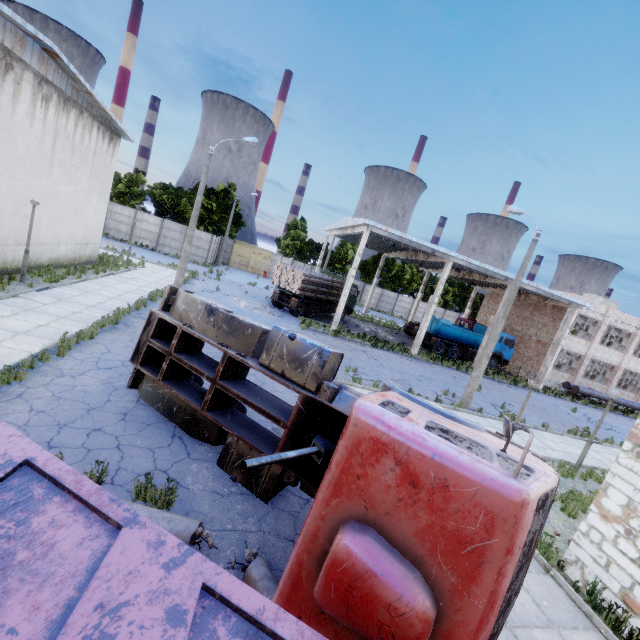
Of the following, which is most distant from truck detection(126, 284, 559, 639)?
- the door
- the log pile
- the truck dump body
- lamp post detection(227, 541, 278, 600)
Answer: the door

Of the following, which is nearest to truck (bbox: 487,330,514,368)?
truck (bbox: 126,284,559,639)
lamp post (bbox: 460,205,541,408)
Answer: lamp post (bbox: 460,205,541,408)

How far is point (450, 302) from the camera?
57.7m

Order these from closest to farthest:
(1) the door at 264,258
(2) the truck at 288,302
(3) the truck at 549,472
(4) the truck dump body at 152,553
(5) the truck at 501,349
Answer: (4) the truck dump body at 152,553, (3) the truck at 549,472, (2) the truck at 288,302, (5) the truck at 501,349, (1) the door at 264,258

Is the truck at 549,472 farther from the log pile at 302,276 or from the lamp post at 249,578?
the log pile at 302,276

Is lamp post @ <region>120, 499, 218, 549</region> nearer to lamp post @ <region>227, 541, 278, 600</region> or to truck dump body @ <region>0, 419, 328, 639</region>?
lamp post @ <region>227, 541, 278, 600</region>

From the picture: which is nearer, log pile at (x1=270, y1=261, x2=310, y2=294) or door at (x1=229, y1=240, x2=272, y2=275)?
log pile at (x1=270, y1=261, x2=310, y2=294)

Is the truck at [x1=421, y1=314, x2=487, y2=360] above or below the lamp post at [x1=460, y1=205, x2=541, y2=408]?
above
